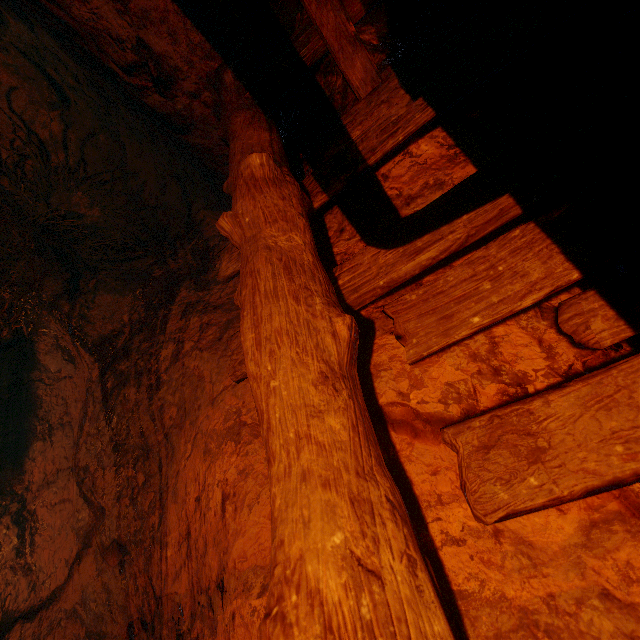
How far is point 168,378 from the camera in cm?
237

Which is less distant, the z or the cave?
the cave

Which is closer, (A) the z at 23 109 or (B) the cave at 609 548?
(B) the cave at 609 548
